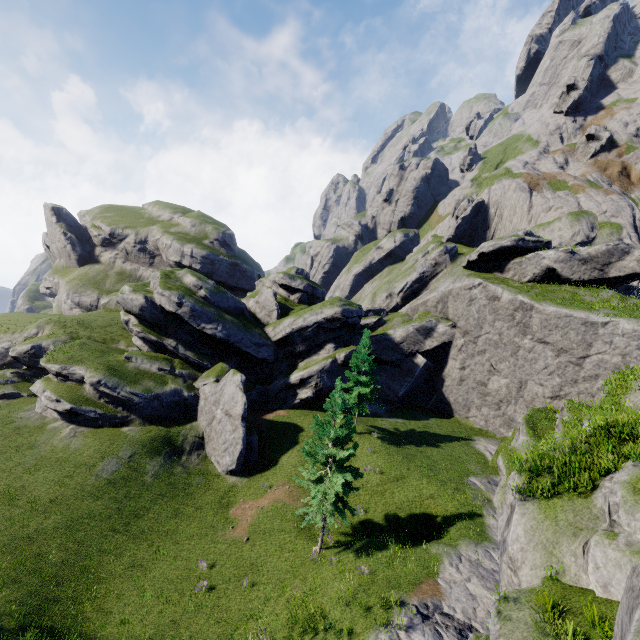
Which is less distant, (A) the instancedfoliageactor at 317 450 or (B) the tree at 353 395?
(A) the instancedfoliageactor at 317 450

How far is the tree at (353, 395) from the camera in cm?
3070

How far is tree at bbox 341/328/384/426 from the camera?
30.7 meters

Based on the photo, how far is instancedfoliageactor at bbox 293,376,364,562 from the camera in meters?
18.4

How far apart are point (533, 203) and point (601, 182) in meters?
13.9 m

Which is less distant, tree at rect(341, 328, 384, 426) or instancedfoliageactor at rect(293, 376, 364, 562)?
instancedfoliageactor at rect(293, 376, 364, 562)
